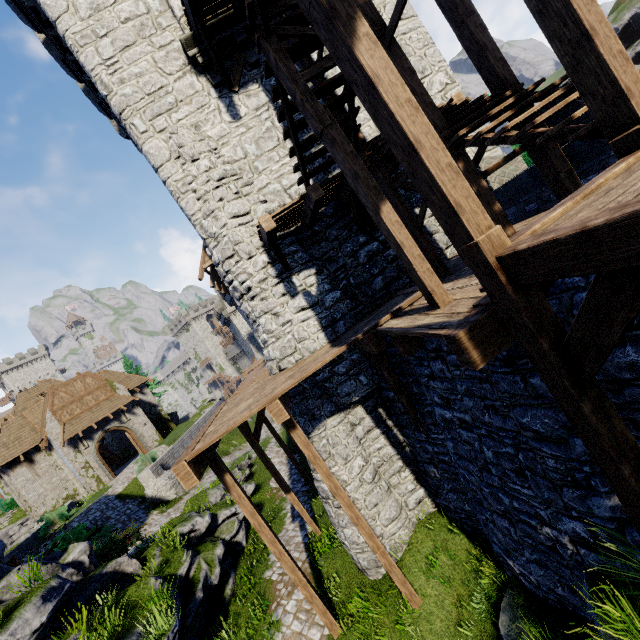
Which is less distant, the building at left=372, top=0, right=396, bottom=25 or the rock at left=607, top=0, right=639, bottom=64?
the building at left=372, top=0, right=396, bottom=25

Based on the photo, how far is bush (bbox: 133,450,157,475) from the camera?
22.08m

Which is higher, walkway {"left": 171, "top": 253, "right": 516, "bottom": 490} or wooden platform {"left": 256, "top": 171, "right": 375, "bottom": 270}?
wooden platform {"left": 256, "top": 171, "right": 375, "bottom": 270}

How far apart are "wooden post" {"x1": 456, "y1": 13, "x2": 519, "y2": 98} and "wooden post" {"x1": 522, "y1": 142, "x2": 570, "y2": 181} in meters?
0.3 m

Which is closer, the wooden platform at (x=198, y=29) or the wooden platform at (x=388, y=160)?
the wooden platform at (x=388, y=160)

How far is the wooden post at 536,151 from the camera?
5.5m

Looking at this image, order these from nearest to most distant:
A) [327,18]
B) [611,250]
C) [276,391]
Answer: [611,250] < [327,18] < [276,391]

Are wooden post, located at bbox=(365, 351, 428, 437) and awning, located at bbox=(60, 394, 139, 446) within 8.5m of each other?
no
